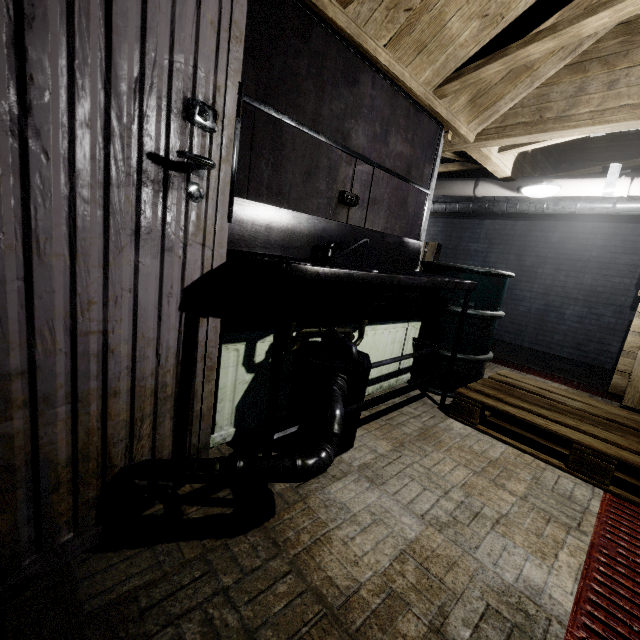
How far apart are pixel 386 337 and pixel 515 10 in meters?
2.0 m

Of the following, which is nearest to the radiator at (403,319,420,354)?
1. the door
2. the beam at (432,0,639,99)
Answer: the door

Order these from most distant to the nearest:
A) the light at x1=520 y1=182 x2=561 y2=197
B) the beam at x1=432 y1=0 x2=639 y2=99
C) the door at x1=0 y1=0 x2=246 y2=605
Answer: the light at x1=520 y1=182 x2=561 y2=197 → the beam at x1=432 y1=0 x2=639 y2=99 → the door at x1=0 y1=0 x2=246 y2=605

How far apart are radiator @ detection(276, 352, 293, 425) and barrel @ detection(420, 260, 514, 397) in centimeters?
112cm

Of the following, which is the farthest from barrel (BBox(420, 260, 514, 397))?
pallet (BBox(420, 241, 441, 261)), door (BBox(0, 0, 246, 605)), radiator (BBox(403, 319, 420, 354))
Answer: pallet (BBox(420, 241, 441, 261))

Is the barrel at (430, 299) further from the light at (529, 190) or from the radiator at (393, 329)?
the light at (529, 190)

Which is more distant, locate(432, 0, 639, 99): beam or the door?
locate(432, 0, 639, 99): beam

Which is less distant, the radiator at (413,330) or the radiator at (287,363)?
the radiator at (287,363)
